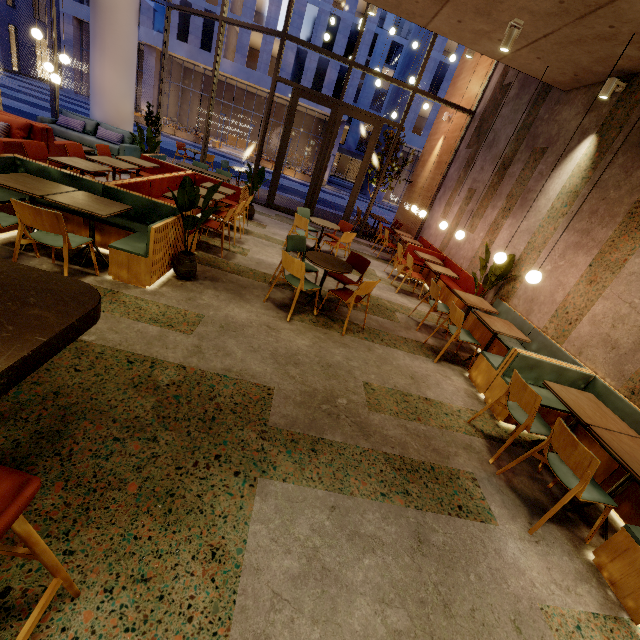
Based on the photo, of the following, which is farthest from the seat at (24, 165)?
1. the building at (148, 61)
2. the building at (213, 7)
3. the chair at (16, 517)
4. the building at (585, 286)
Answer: the building at (148, 61)

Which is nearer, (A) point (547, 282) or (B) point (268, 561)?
(B) point (268, 561)

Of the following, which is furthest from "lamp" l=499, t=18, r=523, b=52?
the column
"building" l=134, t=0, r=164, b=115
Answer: "building" l=134, t=0, r=164, b=115

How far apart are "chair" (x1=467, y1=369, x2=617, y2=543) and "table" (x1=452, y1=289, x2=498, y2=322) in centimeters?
286cm

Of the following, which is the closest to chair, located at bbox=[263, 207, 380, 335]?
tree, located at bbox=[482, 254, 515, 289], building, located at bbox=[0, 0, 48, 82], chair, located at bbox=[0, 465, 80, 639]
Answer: tree, located at bbox=[482, 254, 515, 289]

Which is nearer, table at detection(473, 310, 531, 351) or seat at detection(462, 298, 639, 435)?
seat at detection(462, 298, 639, 435)

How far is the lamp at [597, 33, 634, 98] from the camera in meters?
Result: 4.1 m

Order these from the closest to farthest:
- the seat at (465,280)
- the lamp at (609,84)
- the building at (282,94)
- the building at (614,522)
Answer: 1. the building at (614,522)
2. the lamp at (609,84)
3. the seat at (465,280)
4. the building at (282,94)
